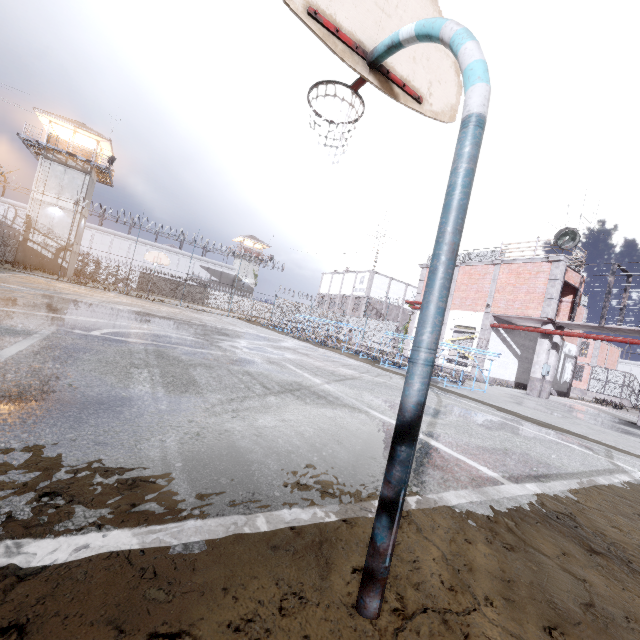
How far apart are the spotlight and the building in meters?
40.5 m

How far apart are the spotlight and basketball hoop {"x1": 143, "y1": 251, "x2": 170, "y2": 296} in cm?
2459

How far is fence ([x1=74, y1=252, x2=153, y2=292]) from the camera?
42.6 meters

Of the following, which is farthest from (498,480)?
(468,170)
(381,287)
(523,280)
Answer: (381,287)

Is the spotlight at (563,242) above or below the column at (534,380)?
above

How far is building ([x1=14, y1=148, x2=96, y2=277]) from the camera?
31.0 meters

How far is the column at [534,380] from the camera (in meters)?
16.86

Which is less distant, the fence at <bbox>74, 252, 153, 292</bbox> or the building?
the building
